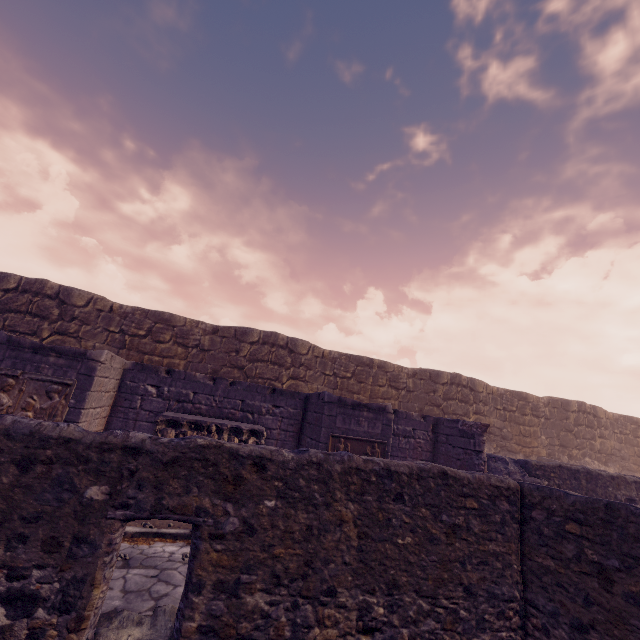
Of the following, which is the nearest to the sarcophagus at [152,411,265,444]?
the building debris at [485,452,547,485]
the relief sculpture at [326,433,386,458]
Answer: the relief sculpture at [326,433,386,458]

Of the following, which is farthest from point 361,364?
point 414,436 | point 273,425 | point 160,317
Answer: point 160,317

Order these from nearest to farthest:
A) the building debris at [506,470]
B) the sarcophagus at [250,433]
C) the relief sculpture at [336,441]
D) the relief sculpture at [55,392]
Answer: the relief sculpture at [55,392]
the sarcophagus at [250,433]
the relief sculpture at [336,441]
the building debris at [506,470]

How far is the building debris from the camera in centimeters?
929cm

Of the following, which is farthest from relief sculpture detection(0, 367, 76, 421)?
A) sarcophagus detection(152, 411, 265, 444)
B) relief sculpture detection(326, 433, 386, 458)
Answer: relief sculpture detection(326, 433, 386, 458)

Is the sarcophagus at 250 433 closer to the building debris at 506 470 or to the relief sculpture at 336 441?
the relief sculpture at 336 441

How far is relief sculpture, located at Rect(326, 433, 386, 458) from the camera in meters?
7.7 m
